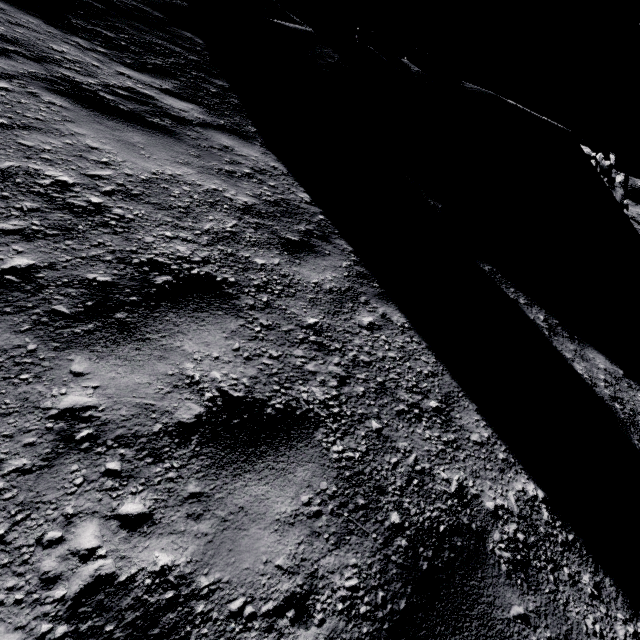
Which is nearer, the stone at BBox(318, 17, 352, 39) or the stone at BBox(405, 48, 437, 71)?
the stone at BBox(405, 48, 437, 71)

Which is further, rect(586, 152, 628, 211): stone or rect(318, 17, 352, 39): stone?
rect(586, 152, 628, 211): stone

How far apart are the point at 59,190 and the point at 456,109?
11.12m

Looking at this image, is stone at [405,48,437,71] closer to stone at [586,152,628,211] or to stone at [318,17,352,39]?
stone at [318,17,352,39]

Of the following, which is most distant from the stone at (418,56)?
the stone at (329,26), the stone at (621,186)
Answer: the stone at (621,186)

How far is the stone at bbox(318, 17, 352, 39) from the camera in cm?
1280

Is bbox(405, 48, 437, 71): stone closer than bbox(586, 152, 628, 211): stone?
Yes

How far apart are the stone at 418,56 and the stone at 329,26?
3.3 meters
